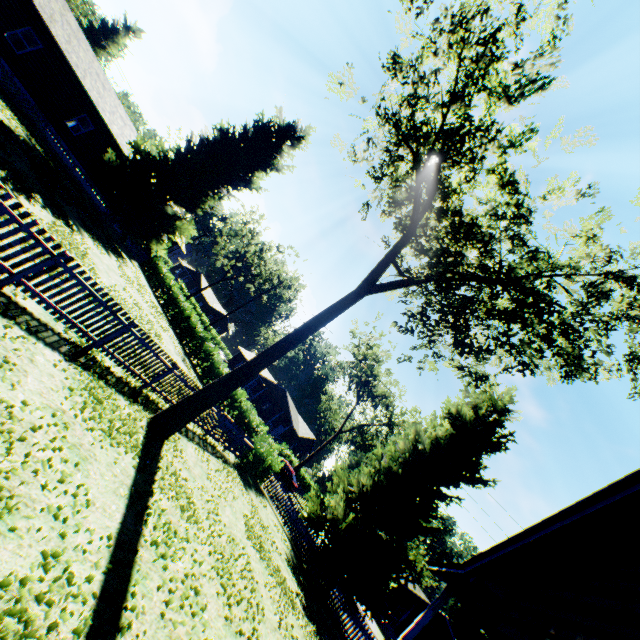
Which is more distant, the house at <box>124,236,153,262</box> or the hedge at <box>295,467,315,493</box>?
the hedge at <box>295,467,315,493</box>

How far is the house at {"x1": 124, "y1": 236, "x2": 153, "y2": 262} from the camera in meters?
32.2

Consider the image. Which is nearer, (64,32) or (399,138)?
(399,138)

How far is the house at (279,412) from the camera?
48.8m

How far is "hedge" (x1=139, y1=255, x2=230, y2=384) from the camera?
25.3 meters

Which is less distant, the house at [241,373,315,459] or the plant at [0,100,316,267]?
the plant at [0,100,316,267]

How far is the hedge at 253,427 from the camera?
18.12m

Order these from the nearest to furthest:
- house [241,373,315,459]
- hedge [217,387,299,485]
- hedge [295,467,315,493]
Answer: hedge [217,387,299,485] → hedge [295,467,315,493] → house [241,373,315,459]
